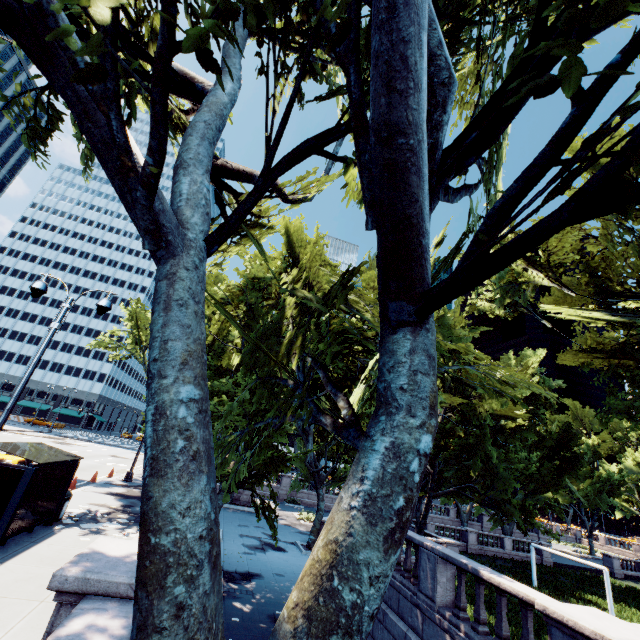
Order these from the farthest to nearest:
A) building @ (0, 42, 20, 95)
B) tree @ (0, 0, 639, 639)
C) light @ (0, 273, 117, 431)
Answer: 1. building @ (0, 42, 20, 95)
2. light @ (0, 273, 117, 431)
3. tree @ (0, 0, 639, 639)

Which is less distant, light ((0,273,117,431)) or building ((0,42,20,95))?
light ((0,273,117,431))

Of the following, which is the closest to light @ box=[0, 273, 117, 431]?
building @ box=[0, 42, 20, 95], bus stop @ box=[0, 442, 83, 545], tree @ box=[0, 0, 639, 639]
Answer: bus stop @ box=[0, 442, 83, 545]

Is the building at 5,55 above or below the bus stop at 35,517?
above

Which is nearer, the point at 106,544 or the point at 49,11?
the point at 49,11

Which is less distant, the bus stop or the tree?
the tree

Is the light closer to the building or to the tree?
the tree

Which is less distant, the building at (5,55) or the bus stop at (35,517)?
the bus stop at (35,517)
